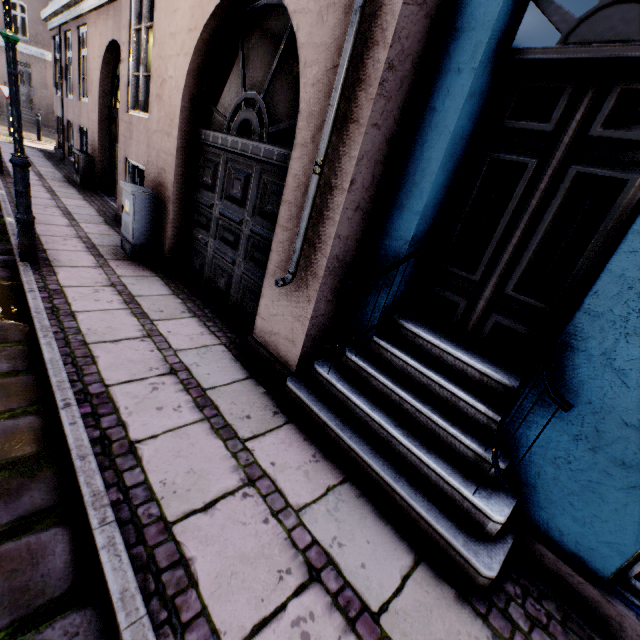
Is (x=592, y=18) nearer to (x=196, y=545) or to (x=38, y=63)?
(x=196, y=545)

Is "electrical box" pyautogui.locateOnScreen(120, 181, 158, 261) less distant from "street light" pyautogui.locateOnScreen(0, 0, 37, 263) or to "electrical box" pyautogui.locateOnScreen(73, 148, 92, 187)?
"street light" pyautogui.locateOnScreen(0, 0, 37, 263)

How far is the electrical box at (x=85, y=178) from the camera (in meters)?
8.62

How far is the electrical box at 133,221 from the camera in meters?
4.7 m

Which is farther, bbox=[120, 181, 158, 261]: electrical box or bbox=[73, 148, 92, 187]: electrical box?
bbox=[73, 148, 92, 187]: electrical box

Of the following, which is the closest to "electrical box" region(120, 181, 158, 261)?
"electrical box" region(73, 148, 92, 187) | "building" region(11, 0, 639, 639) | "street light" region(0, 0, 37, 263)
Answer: "building" region(11, 0, 639, 639)

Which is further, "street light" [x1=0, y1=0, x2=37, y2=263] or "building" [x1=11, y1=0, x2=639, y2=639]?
"street light" [x1=0, y1=0, x2=37, y2=263]
